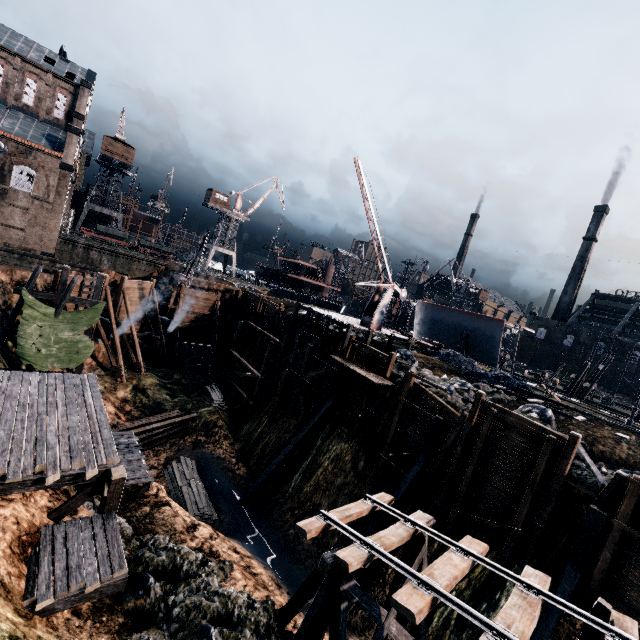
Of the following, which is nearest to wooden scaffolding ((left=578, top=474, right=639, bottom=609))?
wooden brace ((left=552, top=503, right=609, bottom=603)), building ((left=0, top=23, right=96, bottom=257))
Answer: wooden brace ((left=552, top=503, right=609, bottom=603))

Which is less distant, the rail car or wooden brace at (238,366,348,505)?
wooden brace at (238,366,348,505)

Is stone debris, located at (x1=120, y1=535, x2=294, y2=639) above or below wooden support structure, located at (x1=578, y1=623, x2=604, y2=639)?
below

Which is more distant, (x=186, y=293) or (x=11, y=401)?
(x=186, y=293)

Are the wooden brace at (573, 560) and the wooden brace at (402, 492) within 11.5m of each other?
yes

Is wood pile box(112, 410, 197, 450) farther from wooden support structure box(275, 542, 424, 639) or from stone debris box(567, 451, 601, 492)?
wooden support structure box(275, 542, 424, 639)

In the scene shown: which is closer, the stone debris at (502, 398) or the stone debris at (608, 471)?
the stone debris at (608, 471)

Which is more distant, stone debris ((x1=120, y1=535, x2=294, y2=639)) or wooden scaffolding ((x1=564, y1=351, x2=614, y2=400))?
wooden scaffolding ((x1=564, y1=351, x2=614, y2=400))
